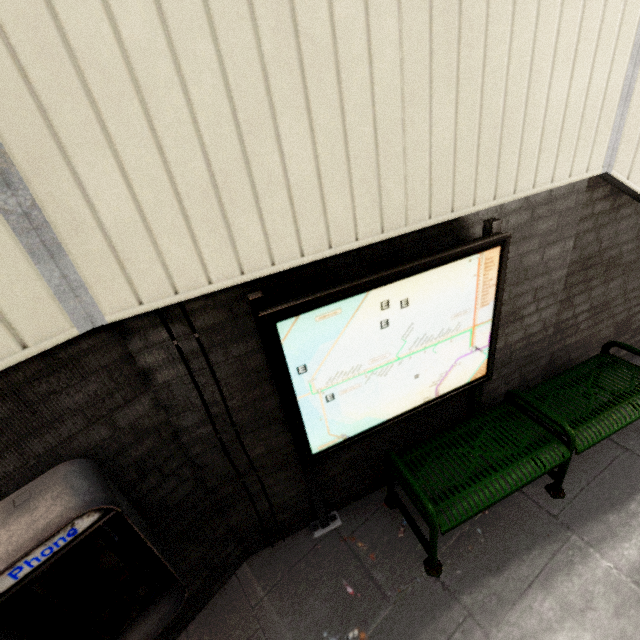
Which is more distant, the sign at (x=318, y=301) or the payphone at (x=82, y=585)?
the sign at (x=318, y=301)

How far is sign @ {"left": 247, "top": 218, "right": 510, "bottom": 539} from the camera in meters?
A: 1.6

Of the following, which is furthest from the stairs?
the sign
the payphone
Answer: the payphone

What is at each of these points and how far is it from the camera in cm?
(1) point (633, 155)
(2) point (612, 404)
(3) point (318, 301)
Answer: (1) stairs, 207
(2) bench, 248
(3) sign, 157

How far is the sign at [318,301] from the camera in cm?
164

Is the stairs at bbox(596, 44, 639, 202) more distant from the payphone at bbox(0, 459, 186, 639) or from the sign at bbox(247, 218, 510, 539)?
the payphone at bbox(0, 459, 186, 639)

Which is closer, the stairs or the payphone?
the payphone

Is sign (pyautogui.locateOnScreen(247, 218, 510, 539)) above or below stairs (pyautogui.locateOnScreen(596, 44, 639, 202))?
below
